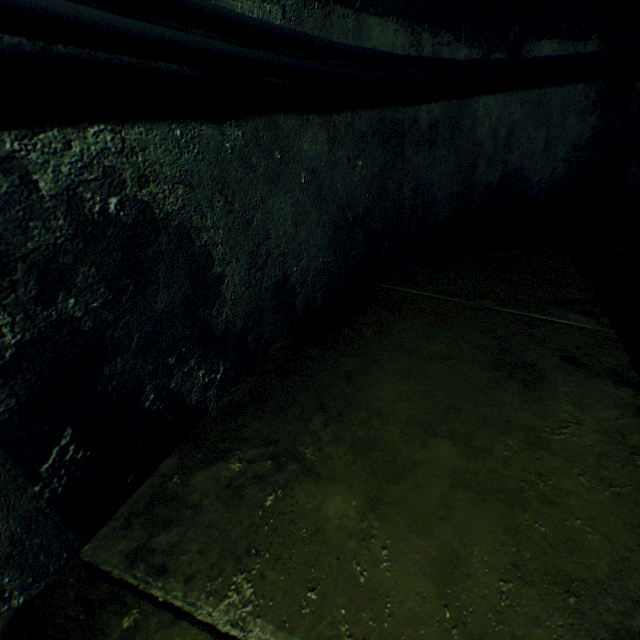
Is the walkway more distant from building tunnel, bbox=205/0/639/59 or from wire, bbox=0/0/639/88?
wire, bbox=0/0/639/88

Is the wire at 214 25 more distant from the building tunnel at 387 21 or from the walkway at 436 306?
the walkway at 436 306

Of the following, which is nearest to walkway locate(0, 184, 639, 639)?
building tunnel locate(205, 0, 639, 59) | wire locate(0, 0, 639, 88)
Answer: building tunnel locate(205, 0, 639, 59)

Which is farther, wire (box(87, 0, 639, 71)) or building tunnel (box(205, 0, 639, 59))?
building tunnel (box(205, 0, 639, 59))

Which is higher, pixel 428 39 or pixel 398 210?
pixel 428 39
